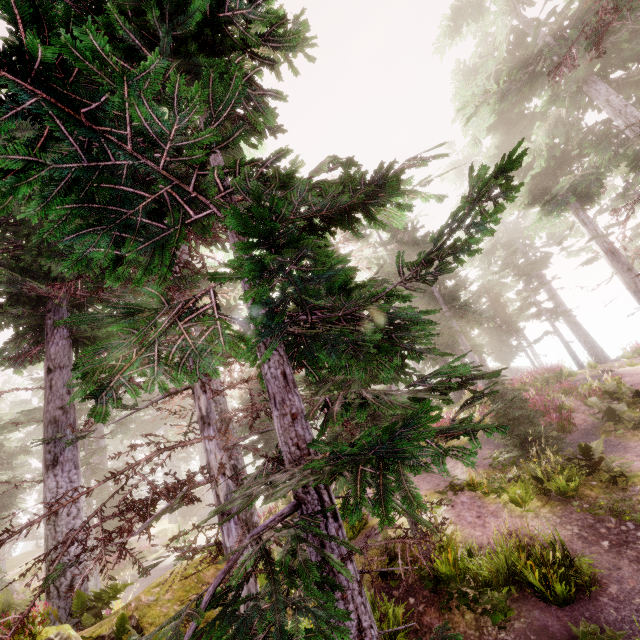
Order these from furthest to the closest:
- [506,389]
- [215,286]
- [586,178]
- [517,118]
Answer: [517,118], [586,178], [506,389], [215,286]

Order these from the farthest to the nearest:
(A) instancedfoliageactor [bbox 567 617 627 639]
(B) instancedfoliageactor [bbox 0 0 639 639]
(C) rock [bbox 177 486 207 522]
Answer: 1. (C) rock [bbox 177 486 207 522]
2. (A) instancedfoliageactor [bbox 567 617 627 639]
3. (B) instancedfoliageactor [bbox 0 0 639 639]

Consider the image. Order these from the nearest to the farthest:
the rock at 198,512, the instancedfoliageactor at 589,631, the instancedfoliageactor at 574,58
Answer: the instancedfoliageactor at 574,58
the instancedfoliageactor at 589,631
the rock at 198,512

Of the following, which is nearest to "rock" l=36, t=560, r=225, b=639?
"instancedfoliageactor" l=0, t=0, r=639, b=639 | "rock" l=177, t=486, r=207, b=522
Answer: "instancedfoliageactor" l=0, t=0, r=639, b=639

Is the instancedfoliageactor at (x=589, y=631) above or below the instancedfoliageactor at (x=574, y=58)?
below

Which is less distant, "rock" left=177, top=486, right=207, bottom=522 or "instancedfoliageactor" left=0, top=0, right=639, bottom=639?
"instancedfoliageactor" left=0, top=0, right=639, bottom=639

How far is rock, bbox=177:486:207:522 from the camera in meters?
30.2
